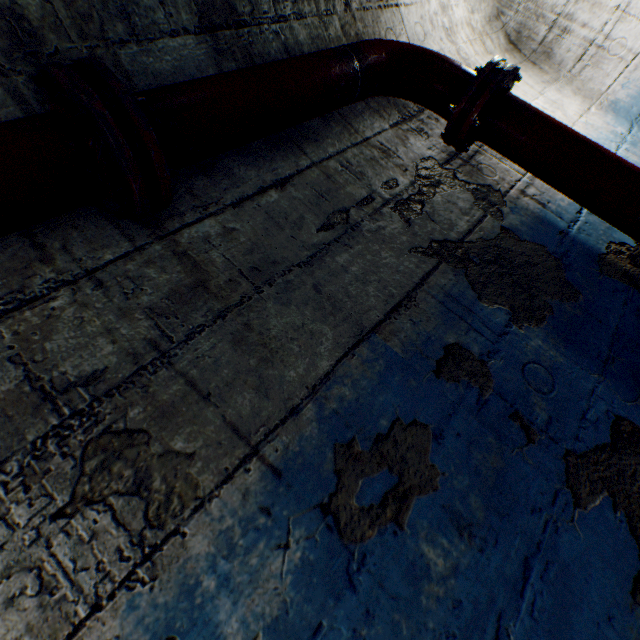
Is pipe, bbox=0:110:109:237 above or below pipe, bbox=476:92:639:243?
above

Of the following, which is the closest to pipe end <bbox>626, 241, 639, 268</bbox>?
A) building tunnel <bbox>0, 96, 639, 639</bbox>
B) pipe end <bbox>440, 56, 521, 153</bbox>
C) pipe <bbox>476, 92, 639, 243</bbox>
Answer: pipe <bbox>476, 92, 639, 243</bbox>

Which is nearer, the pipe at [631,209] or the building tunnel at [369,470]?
the building tunnel at [369,470]

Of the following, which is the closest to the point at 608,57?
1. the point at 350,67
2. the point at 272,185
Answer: the point at 350,67

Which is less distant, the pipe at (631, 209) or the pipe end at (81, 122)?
the pipe end at (81, 122)

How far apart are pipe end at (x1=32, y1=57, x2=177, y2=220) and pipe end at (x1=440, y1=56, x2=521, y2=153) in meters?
1.3

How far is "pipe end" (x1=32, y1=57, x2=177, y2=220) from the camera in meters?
0.7

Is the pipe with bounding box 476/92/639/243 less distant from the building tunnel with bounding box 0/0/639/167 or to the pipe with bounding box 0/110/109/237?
the building tunnel with bounding box 0/0/639/167
